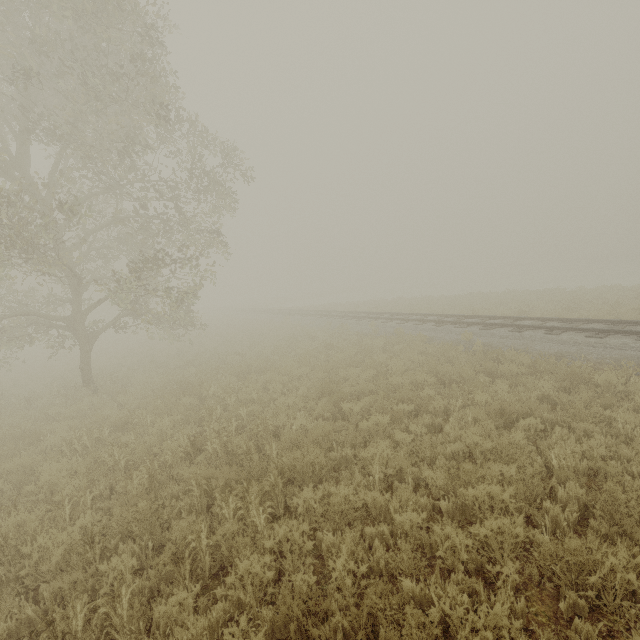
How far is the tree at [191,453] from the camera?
6.4m

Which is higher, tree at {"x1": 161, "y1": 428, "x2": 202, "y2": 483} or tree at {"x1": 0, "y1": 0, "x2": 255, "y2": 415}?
tree at {"x1": 0, "y1": 0, "x2": 255, "y2": 415}

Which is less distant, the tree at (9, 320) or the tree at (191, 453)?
the tree at (191, 453)

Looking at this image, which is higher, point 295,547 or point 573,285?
point 295,547

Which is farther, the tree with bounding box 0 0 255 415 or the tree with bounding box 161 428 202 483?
the tree with bounding box 0 0 255 415

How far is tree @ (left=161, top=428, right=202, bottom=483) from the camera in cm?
640
